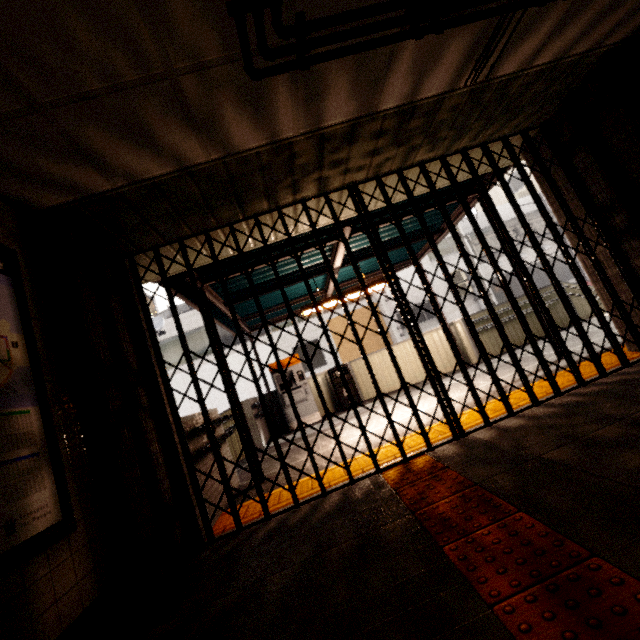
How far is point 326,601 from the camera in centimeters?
163cm

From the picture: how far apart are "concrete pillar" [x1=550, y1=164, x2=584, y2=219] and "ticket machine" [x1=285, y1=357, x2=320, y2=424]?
6.32m

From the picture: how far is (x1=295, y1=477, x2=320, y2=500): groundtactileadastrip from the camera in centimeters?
325cm

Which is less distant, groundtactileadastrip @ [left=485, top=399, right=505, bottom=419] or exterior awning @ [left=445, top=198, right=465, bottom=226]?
groundtactileadastrip @ [left=485, top=399, right=505, bottom=419]

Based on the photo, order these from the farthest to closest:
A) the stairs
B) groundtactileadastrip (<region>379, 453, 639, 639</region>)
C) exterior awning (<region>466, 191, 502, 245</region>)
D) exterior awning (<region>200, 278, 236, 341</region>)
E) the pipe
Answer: the stairs < exterior awning (<region>466, 191, 502, 245</region>) < exterior awning (<region>200, 278, 236, 341</region>) < the pipe < groundtactileadastrip (<region>379, 453, 639, 639</region>)

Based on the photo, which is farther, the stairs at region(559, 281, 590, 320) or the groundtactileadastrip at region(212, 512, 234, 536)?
the stairs at region(559, 281, 590, 320)

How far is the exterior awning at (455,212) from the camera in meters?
5.5

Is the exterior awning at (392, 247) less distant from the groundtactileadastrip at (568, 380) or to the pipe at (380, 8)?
the groundtactileadastrip at (568, 380)
